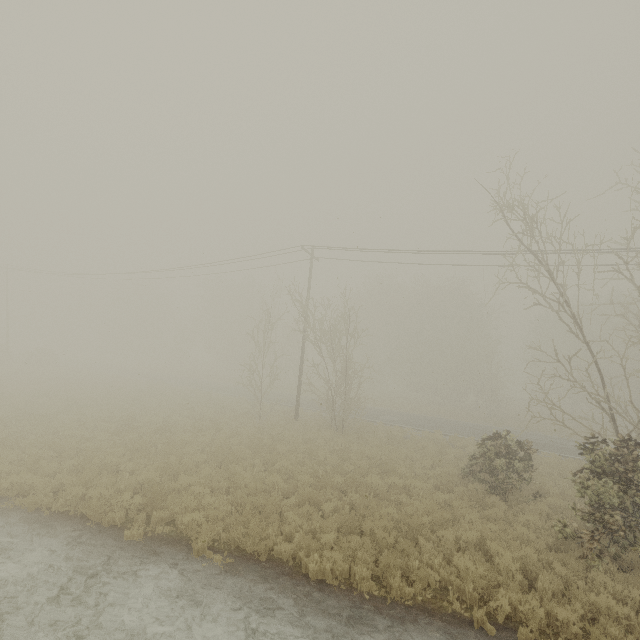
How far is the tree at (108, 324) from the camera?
56.3m

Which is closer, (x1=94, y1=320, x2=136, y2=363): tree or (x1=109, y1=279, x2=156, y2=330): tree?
(x1=94, y1=320, x2=136, y2=363): tree

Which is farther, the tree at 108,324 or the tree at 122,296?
the tree at 122,296

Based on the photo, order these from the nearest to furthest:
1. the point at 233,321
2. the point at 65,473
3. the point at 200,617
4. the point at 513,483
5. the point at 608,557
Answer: the point at 200,617 → the point at 608,557 → the point at 65,473 → the point at 513,483 → the point at 233,321

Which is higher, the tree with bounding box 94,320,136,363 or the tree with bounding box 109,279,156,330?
the tree with bounding box 109,279,156,330

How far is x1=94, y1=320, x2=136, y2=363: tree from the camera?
56.28m
